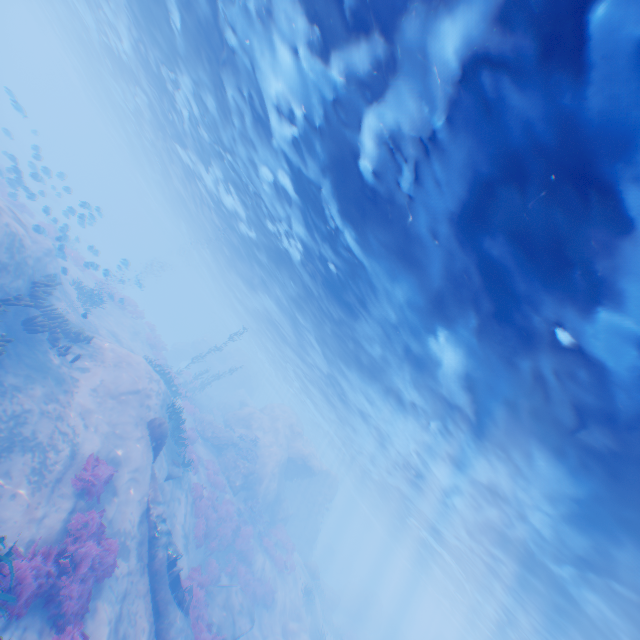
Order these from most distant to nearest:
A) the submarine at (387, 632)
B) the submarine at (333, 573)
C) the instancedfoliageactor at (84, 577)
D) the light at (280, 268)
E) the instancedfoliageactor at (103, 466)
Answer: the submarine at (333, 573)
the submarine at (387, 632)
the instancedfoliageactor at (103, 466)
the instancedfoliageactor at (84, 577)
the light at (280, 268)

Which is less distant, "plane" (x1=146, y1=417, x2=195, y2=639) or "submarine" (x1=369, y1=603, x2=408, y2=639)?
"plane" (x1=146, y1=417, x2=195, y2=639)

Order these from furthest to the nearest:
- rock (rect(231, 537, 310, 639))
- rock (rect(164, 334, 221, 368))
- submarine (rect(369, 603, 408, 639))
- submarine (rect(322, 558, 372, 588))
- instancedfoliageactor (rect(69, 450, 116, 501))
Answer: submarine (rect(322, 558, 372, 588)), submarine (rect(369, 603, 408, 639)), rock (rect(164, 334, 221, 368)), rock (rect(231, 537, 310, 639)), instancedfoliageactor (rect(69, 450, 116, 501))

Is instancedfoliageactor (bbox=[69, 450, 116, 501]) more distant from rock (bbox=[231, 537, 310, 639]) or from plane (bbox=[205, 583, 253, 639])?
plane (bbox=[205, 583, 253, 639])

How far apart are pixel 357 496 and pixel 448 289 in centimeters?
6011cm

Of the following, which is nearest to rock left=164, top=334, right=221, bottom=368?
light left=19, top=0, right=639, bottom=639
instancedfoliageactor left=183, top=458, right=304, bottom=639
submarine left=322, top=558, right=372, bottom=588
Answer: light left=19, top=0, right=639, bottom=639

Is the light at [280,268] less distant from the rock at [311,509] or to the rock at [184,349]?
the rock at [311,509]

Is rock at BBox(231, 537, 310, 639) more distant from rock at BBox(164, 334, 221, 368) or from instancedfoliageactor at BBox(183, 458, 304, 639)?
rock at BBox(164, 334, 221, 368)
